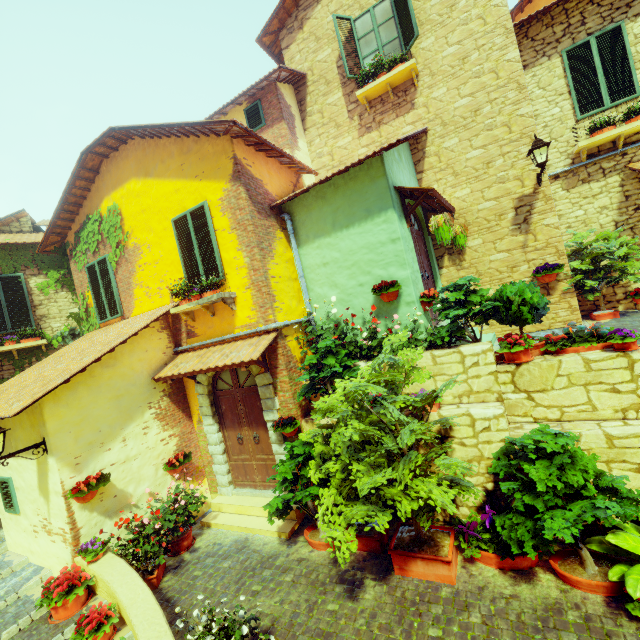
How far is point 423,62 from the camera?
7.9 meters

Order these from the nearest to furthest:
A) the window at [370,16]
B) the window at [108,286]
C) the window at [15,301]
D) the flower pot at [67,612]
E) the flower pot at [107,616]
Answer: the flower pot at [107,616] < the flower pot at [67,612] < the window at [370,16] < the window at [108,286] < the window at [15,301]

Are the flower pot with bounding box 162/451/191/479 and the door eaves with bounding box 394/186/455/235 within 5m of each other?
no

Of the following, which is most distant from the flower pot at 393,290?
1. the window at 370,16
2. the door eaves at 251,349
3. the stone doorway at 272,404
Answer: the window at 370,16

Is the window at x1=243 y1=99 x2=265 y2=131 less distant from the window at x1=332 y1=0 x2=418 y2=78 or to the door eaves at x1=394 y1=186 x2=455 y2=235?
the window at x1=332 y1=0 x2=418 y2=78

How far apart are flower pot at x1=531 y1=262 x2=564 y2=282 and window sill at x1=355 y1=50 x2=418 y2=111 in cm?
534

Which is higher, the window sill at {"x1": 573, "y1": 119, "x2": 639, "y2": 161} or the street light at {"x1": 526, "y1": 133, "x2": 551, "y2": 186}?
the window sill at {"x1": 573, "y1": 119, "x2": 639, "y2": 161}

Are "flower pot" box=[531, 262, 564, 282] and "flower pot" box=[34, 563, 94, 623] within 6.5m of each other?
no
